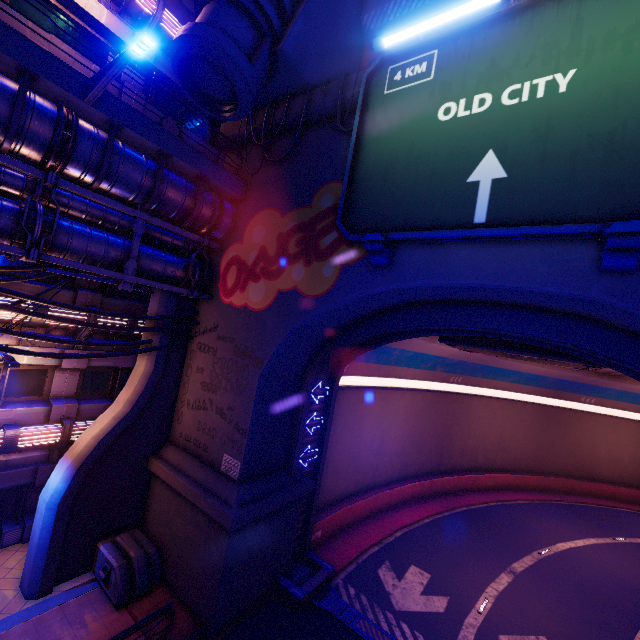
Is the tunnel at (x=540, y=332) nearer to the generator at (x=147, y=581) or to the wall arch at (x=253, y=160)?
the wall arch at (x=253, y=160)

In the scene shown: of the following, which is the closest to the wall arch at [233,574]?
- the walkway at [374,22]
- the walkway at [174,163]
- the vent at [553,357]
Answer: the walkway at [174,163]

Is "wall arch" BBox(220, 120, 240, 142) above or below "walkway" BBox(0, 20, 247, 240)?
above

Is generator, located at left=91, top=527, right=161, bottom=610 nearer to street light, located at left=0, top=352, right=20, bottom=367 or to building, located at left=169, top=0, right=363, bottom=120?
street light, located at left=0, top=352, right=20, bottom=367

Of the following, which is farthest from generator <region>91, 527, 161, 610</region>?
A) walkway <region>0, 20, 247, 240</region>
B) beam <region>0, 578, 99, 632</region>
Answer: walkway <region>0, 20, 247, 240</region>

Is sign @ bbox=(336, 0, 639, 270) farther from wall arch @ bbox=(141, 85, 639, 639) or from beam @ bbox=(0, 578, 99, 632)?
beam @ bbox=(0, 578, 99, 632)

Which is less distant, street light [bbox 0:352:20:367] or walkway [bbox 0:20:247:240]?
walkway [bbox 0:20:247:240]

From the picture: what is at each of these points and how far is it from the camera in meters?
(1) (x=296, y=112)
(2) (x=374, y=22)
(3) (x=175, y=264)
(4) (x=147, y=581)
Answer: (1) wall arch, 11.7
(2) walkway, 12.9
(3) pipe, 12.3
(4) generator, 10.9
